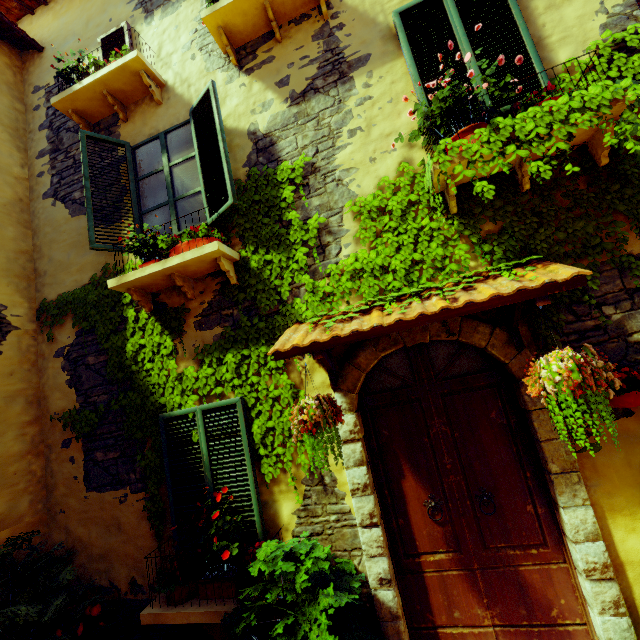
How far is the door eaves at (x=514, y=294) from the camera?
2.32m

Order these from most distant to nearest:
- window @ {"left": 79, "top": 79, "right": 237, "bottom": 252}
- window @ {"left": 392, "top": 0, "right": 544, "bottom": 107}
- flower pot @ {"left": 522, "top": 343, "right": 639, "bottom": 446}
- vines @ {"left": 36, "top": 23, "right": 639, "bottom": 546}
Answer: window @ {"left": 79, "top": 79, "right": 237, "bottom": 252}, window @ {"left": 392, "top": 0, "right": 544, "bottom": 107}, vines @ {"left": 36, "top": 23, "right": 639, "bottom": 546}, flower pot @ {"left": 522, "top": 343, "right": 639, "bottom": 446}

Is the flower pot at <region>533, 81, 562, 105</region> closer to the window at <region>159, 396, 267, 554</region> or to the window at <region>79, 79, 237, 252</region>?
the window at <region>79, 79, 237, 252</region>

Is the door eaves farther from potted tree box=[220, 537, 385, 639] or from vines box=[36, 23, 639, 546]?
potted tree box=[220, 537, 385, 639]

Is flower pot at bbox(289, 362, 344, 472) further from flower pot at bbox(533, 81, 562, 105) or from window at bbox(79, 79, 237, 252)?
flower pot at bbox(533, 81, 562, 105)

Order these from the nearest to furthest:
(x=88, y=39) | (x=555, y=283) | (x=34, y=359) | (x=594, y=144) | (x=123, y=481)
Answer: (x=555, y=283) < (x=594, y=144) < (x=123, y=481) < (x=34, y=359) < (x=88, y=39)

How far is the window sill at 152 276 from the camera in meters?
3.5 m

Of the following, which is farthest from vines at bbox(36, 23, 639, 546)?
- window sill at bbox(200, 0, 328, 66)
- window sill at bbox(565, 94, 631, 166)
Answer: window sill at bbox(200, 0, 328, 66)
